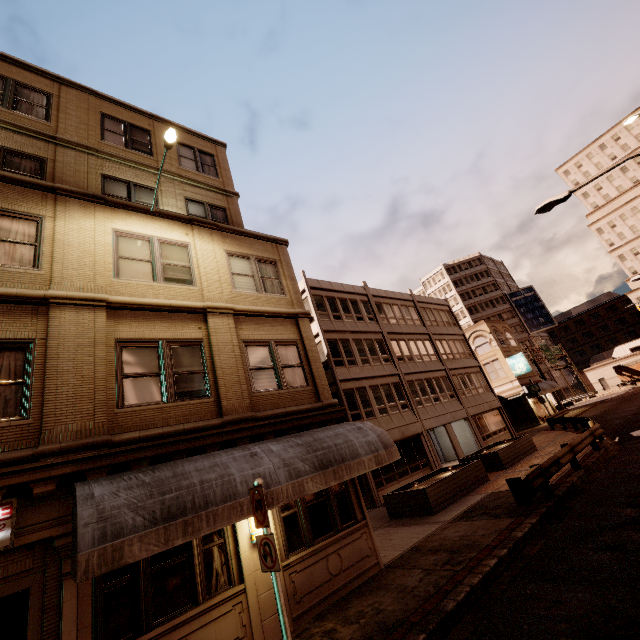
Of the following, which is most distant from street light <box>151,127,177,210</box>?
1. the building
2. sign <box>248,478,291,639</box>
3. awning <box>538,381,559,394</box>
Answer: awning <box>538,381,559,394</box>

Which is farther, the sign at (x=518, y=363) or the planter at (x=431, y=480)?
the sign at (x=518, y=363)

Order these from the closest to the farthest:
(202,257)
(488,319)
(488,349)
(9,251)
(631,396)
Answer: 1. (9,251)
2. (202,257)
3. (631,396)
4. (488,349)
5. (488,319)

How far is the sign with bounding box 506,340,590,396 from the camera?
37.7 meters

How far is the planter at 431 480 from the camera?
13.20m

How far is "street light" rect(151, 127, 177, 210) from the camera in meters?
8.8

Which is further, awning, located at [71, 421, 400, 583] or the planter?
the planter

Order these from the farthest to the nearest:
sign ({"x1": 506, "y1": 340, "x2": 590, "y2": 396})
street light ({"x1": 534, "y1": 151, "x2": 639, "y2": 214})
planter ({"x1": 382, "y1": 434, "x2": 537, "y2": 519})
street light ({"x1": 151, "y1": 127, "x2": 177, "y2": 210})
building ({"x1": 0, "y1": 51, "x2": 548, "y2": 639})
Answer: sign ({"x1": 506, "y1": 340, "x2": 590, "y2": 396}) → planter ({"x1": 382, "y1": 434, "x2": 537, "y2": 519}) → street light ({"x1": 534, "y1": 151, "x2": 639, "y2": 214}) → street light ({"x1": 151, "y1": 127, "x2": 177, "y2": 210}) → building ({"x1": 0, "y1": 51, "x2": 548, "y2": 639})
